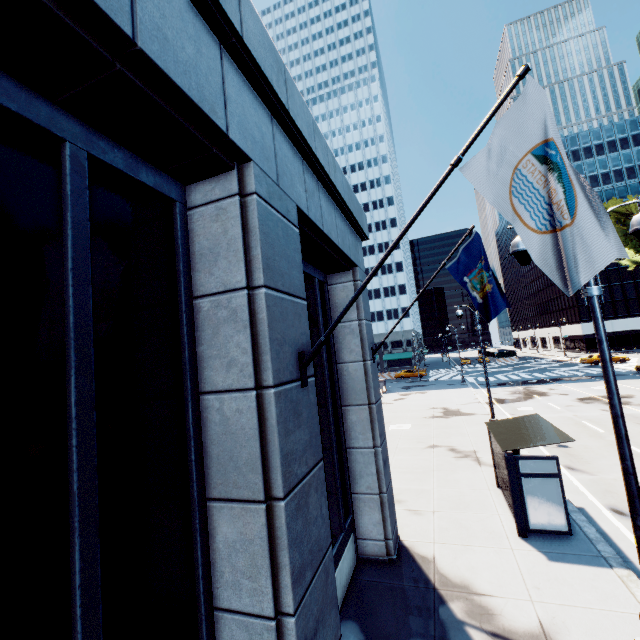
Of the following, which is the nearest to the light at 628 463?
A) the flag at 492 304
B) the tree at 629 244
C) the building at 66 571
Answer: the flag at 492 304

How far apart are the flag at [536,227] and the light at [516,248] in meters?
2.7

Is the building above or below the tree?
below

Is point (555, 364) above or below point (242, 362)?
below

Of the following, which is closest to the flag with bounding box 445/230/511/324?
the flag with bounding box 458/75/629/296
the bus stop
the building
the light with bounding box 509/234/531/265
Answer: the building

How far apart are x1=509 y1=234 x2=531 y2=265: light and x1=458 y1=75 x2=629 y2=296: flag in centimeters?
267cm

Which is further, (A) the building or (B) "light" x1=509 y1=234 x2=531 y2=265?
(B) "light" x1=509 y1=234 x2=531 y2=265

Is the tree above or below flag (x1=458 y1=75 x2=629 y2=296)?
above
